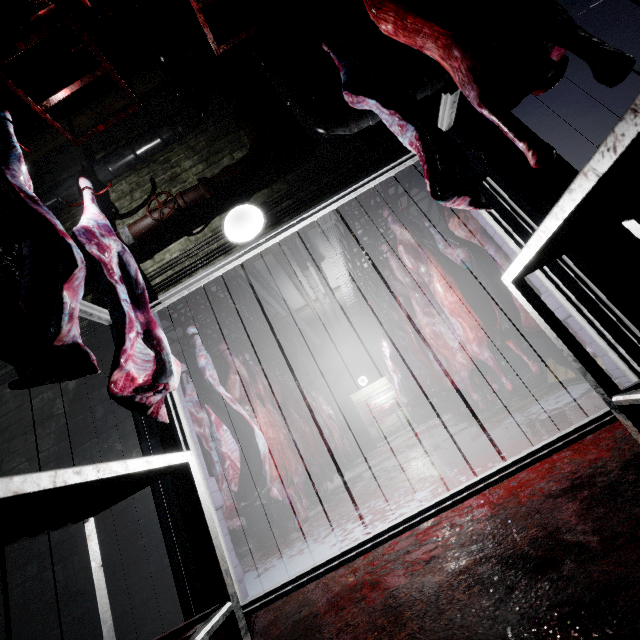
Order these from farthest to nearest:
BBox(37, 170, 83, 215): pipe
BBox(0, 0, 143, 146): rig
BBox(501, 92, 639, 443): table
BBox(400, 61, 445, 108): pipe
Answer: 1. BBox(37, 170, 83, 215): pipe
2. BBox(400, 61, 445, 108): pipe
3. BBox(0, 0, 143, 146): rig
4. BBox(501, 92, 639, 443): table

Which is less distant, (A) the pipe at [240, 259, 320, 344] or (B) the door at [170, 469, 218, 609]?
(B) the door at [170, 469, 218, 609]

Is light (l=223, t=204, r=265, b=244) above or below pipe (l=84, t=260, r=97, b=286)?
below

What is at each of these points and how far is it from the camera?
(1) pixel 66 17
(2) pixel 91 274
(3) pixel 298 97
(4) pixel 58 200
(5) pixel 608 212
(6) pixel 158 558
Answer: (1) rig, 1.67m
(2) pipe, 2.39m
(3) pipe, 2.39m
(4) pipe, 2.79m
(5) table, 1.09m
(6) door, 1.81m

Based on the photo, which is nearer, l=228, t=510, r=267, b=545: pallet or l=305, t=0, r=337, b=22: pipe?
l=305, t=0, r=337, b=22: pipe

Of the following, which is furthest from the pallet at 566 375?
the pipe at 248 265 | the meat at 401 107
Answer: the pipe at 248 265

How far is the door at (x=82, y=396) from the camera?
2.07m

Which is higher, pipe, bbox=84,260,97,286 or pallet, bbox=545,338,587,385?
pipe, bbox=84,260,97,286
